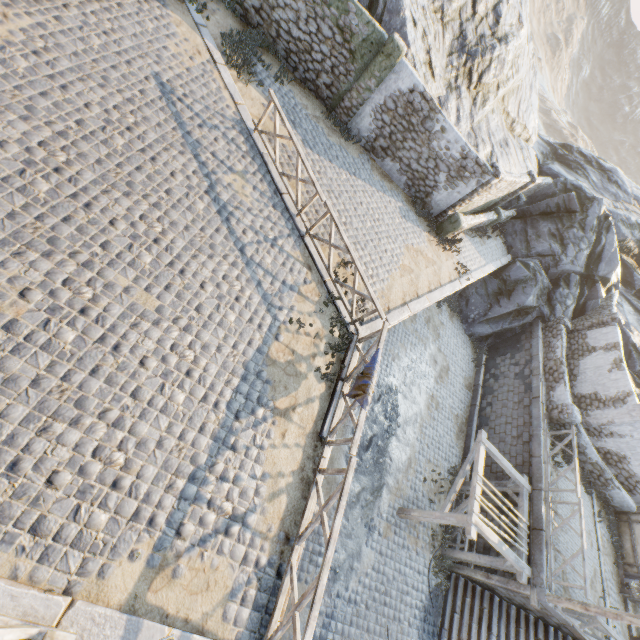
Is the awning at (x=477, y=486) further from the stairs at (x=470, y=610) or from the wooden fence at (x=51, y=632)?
the wooden fence at (x=51, y=632)

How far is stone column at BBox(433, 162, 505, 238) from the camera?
12.73m

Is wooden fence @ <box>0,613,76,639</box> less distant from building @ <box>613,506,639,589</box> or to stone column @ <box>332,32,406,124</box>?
stone column @ <box>332,32,406,124</box>

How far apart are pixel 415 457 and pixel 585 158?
28.10m

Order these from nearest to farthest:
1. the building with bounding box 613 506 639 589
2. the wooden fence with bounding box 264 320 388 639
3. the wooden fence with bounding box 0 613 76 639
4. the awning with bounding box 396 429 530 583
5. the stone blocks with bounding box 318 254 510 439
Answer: the wooden fence with bounding box 0 613 76 639 → the wooden fence with bounding box 264 320 388 639 → the stone blocks with bounding box 318 254 510 439 → the awning with bounding box 396 429 530 583 → the building with bounding box 613 506 639 589

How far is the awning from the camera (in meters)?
9.97

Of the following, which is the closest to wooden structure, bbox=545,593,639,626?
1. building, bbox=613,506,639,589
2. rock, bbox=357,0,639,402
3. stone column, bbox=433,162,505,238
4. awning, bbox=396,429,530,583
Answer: awning, bbox=396,429,530,583

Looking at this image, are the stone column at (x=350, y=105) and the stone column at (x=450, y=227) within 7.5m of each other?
yes
